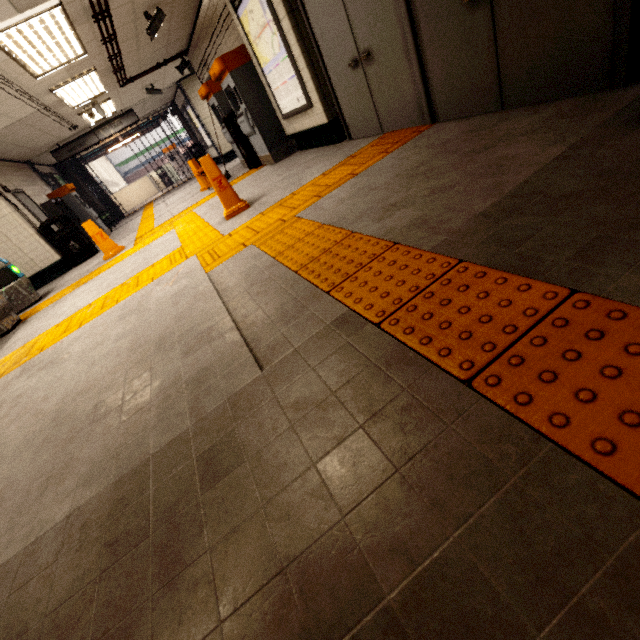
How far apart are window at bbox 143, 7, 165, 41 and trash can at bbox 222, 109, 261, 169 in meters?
1.6 m

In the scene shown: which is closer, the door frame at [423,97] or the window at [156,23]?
the door frame at [423,97]

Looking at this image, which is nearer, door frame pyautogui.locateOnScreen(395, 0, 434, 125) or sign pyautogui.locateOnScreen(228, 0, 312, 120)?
door frame pyautogui.locateOnScreen(395, 0, 434, 125)

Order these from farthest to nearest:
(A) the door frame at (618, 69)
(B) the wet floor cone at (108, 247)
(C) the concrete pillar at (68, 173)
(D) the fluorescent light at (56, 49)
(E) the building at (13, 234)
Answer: (C) the concrete pillar at (68, 173)
(E) the building at (13, 234)
(B) the wet floor cone at (108, 247)
(D) the fluorescent light at (56, 49)
(A) the door frame at (618, 69)

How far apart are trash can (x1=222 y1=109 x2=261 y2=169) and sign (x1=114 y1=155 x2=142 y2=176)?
24.8m

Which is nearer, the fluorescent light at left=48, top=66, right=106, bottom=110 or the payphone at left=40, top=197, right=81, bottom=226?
the fluorescent light at left=48, top=66, right=106, bottom=110

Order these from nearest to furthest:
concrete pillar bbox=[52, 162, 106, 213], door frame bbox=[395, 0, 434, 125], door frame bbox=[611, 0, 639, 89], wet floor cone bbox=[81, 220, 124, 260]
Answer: door frame bbox=[611, 0, 639, 89] → door frame bbox=[395, 0, 434, 125] → wet floor cone bbox=[81, 220, 124, 260] → concrete pillar bbox=[52, 162, 106, 213]

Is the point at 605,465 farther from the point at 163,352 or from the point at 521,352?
the point at 163,352
